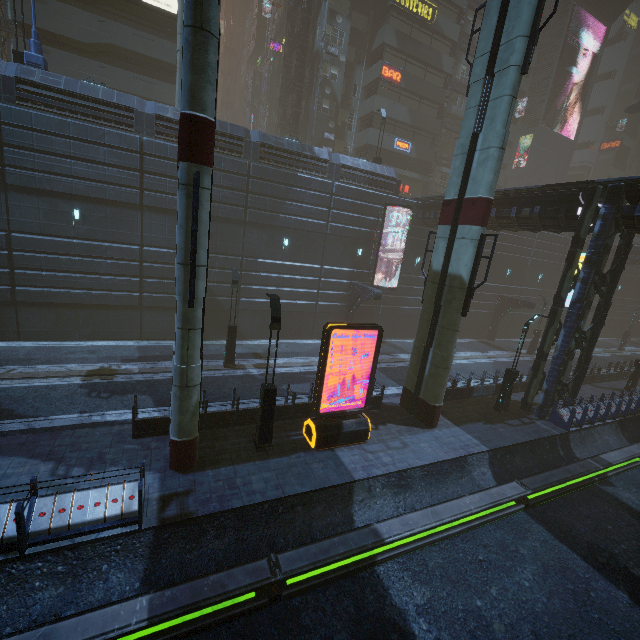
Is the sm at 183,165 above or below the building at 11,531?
above

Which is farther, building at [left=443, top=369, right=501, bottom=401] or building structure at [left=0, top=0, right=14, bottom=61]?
building structure at [left=0, top=0, right=14, bottom=61]

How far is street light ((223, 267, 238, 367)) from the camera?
17.4 meters

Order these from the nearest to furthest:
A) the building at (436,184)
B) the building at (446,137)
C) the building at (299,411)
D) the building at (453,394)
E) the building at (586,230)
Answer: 1. the building at (299,411)
2. the building at (586,230)
3. the building at (453,394)
4. the building at (436,184)
5. the building at (446,137)

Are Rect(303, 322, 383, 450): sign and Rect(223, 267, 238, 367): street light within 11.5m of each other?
yes

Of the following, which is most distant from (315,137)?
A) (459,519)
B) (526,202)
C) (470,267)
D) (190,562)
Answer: (190,562)

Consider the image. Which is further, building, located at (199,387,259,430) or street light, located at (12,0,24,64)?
street light, located at (12,0,24,64)

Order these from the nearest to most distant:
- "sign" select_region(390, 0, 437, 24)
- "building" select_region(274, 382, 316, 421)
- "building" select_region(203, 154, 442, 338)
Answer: "building" select_region(274, 382, 316, 421)
"building" select_region(203, 154, 442, 338)
"sign" select_region(390, 0, 437, 24)
